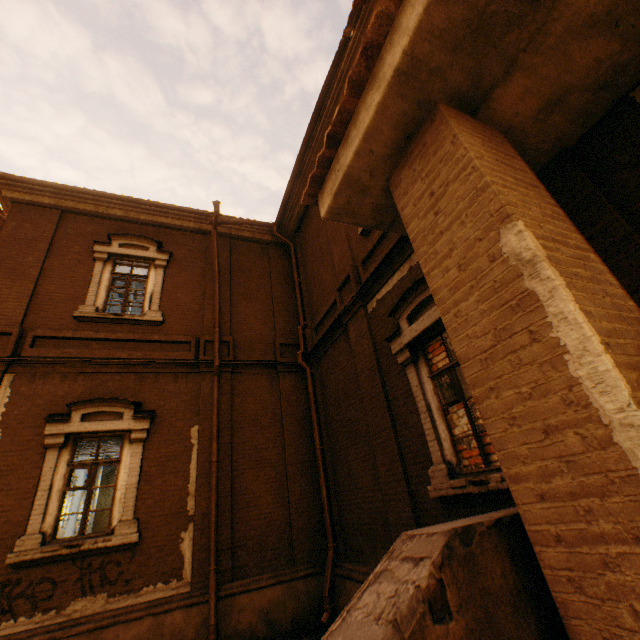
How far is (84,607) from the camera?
5.7m
